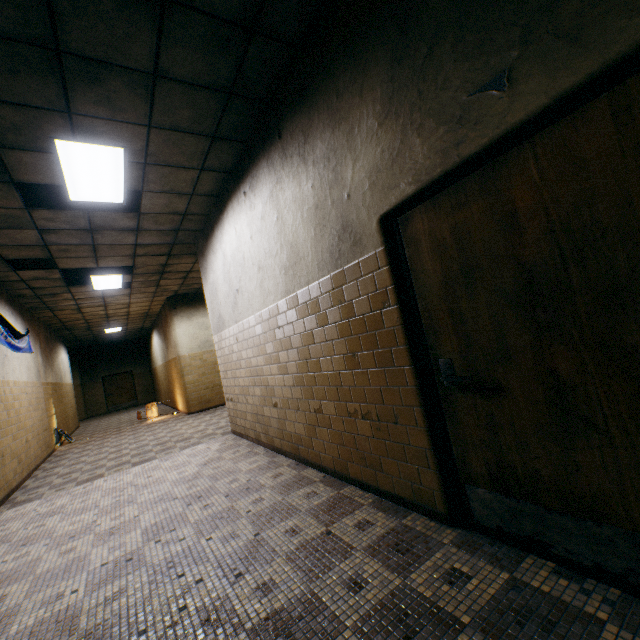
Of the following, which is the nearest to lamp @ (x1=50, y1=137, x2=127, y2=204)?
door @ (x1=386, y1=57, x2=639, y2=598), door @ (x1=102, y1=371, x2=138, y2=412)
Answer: door @ (x1=386, y1=57, x2=639, y2=598)

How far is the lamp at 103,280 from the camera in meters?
7.5 m

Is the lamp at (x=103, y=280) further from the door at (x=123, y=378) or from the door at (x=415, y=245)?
the door at (x=123, y=378)

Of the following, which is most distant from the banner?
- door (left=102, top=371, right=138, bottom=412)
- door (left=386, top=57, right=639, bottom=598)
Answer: door (left=102, top=371, right=138, bottom=412)

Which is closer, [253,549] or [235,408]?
[253,549]

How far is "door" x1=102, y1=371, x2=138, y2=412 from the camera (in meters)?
19.28

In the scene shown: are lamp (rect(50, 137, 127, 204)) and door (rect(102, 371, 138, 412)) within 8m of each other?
no

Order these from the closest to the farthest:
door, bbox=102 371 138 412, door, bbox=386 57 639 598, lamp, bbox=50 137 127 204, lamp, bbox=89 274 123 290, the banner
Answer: door, bbox=386 57 639 598, lamp, bbox=50 137 127 204, the banner, lamp, bbox=89 274 123 290, door, bbox=102 371 138 412
